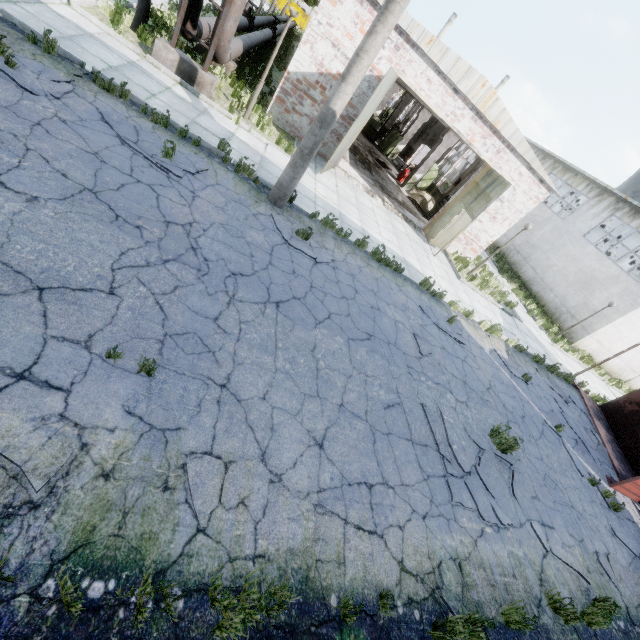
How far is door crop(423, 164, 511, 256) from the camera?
12.9m

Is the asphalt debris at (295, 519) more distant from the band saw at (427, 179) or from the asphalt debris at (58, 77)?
the band saw at (427, 179)

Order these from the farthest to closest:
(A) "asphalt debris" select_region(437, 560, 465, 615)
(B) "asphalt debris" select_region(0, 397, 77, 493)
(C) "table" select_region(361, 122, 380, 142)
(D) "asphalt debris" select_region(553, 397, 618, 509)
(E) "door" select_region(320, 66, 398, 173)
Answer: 1. (C) "table" select_region(361, 122, 380, 142)
2. (E) "door" select_region(320, 66, 398, 173)
3. (D) "asphalt debris" select_region(553, 397, 618, 509)
4. (A) "asphalt debris" select_region(437, 560, 465, 615)
5. (B) "asphalt debris" select_region(0, 397, 77, 493)

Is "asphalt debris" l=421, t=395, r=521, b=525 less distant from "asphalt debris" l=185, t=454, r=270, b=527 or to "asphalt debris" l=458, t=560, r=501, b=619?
"asphalt debris" l=458, t=560, r=501, b=619

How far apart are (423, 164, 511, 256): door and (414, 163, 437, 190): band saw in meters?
8.3

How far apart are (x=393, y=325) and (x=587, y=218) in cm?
2440

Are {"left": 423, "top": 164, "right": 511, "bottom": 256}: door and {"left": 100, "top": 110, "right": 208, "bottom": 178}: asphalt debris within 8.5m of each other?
no

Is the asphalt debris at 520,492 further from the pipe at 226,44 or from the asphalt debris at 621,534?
the pipe at 226,44
